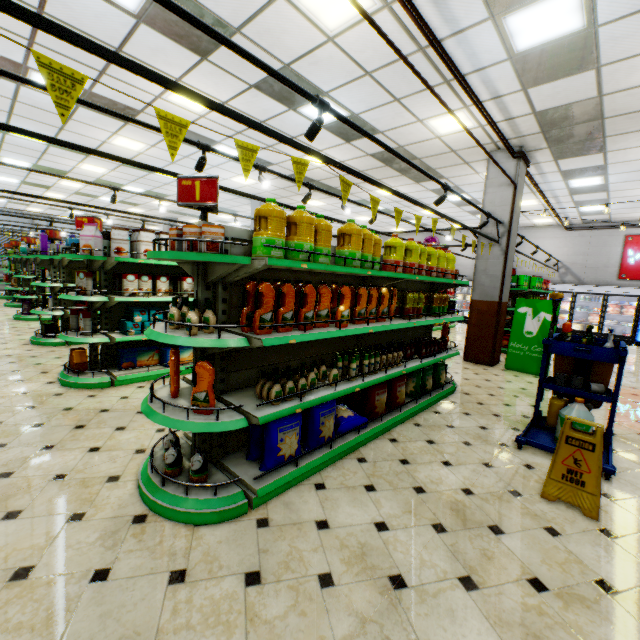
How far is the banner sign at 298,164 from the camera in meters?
2.7

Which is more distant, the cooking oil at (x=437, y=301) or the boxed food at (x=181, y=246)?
the cooking oil at (x=437, y=301)

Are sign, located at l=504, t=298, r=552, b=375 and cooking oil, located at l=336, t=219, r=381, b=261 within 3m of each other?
no

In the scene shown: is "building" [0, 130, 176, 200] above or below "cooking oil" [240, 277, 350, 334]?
above

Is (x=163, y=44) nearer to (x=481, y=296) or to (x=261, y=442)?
(x=261, y=442)

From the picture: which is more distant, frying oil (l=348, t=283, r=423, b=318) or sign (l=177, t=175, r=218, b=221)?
frying oil (l=348, t=283, r=423, b=318)

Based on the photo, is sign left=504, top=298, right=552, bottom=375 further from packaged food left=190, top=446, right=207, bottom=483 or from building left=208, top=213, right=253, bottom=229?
packaged food left=190, top=446, right=207, bottom=483

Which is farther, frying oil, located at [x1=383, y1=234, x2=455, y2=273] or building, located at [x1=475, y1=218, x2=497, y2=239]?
building, located at [x1=475, y1=218, x2=497, y2=239]
